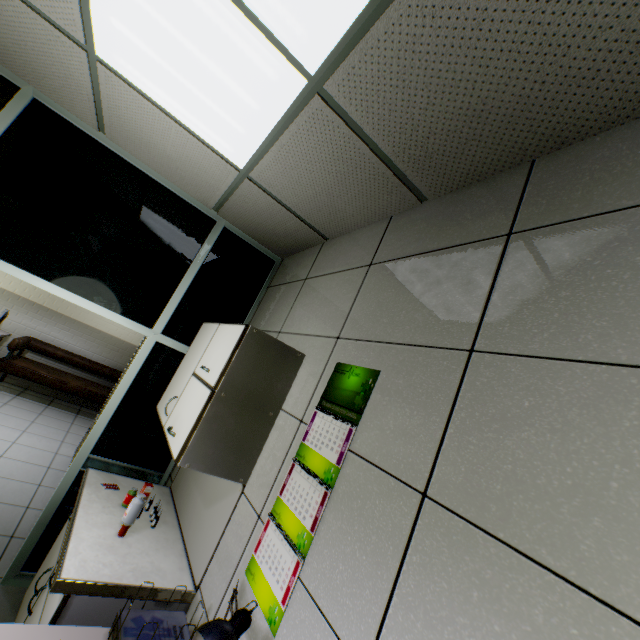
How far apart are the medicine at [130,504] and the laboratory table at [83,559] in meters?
0.0

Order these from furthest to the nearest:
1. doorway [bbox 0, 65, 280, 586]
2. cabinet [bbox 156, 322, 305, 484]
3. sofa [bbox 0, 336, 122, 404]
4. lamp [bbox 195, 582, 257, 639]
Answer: sofa [bbox 0, 336, 122, 404], doorway [bbox 0, 65, 280, 586], cabinet [bbox 156, 322, 305, 484], lamp [bbox 195, 582, 257, 639]

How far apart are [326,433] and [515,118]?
1.5m

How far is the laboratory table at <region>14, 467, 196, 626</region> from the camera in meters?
1.4

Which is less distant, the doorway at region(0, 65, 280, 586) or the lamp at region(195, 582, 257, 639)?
the lamp at region(195, 582, 257, 639)

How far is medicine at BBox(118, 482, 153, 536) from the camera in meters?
1.8 m

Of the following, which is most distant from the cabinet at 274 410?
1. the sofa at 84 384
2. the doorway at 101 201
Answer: the sofa at 84 384

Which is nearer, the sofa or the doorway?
the doorway
